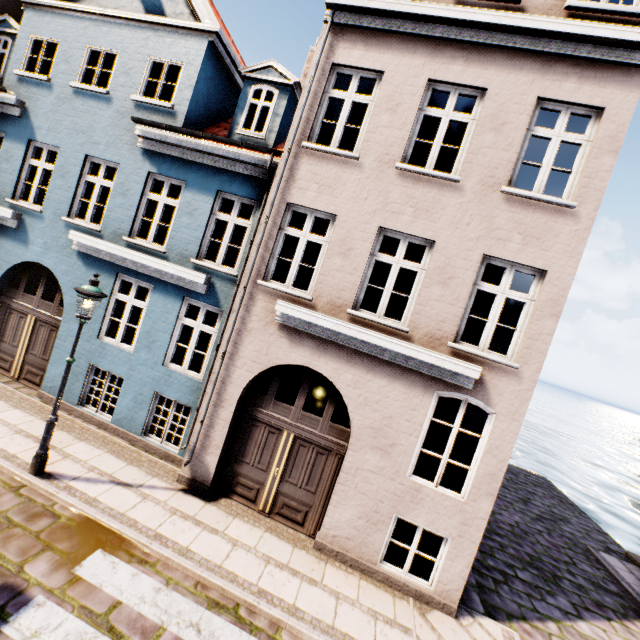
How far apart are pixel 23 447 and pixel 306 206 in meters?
7.6 m

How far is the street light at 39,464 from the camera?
5.70m

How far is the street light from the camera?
5.70m
